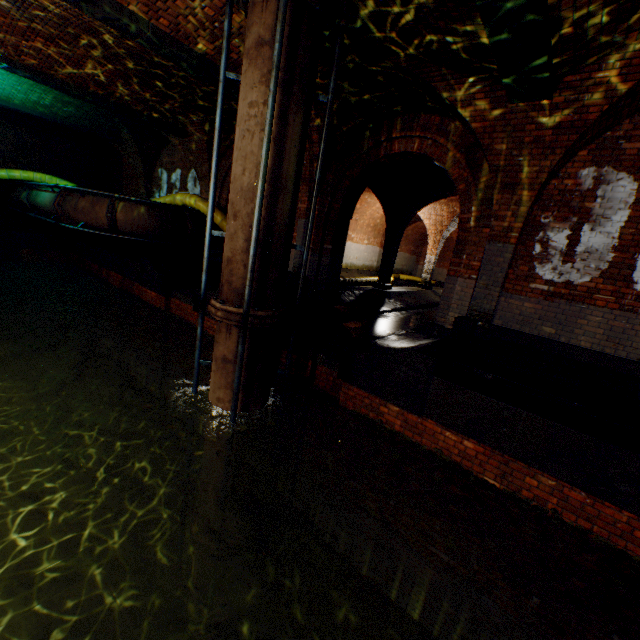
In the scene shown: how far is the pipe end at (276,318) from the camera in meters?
4.7 m

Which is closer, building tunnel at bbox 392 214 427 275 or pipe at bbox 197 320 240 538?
pipe at bbox 197 320 240 538

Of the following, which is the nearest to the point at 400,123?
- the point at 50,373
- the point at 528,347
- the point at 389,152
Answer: the point at 389,152

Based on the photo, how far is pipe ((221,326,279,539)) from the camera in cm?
502

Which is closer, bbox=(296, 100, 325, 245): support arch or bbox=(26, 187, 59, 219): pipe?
bbox=(296, 100, 325, 245): support arch

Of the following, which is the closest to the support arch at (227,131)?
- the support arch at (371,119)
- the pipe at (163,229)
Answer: the support arch at (371,119)

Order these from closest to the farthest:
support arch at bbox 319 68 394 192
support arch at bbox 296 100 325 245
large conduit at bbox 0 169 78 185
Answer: support arch at bbox 319 68 394 192 < support arch at bbox 296 100 325 245 < large conduit at bbox 0 169 78 185

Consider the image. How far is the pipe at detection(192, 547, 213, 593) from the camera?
5.9m
